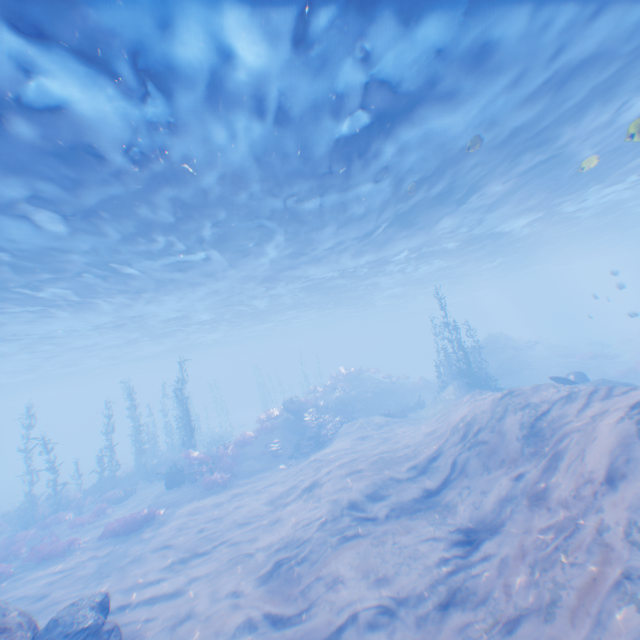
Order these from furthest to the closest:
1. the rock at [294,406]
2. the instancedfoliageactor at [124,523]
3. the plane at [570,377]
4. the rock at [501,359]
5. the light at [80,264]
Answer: the rock at [501,359] < the rock at [294,406] < the plane at [570,377] < the instancedfoliageactor at [124,523] < the light at [80,264]

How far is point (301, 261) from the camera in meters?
22.4 m

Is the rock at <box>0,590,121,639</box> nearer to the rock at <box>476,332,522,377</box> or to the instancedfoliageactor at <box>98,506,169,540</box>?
the instancedfoliageactor at <box>98,506,169,540</box>

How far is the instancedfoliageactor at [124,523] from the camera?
14.5 meters

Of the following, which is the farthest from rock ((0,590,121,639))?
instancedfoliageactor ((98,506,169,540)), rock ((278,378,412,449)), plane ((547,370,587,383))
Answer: rock ((278,378,412,449))

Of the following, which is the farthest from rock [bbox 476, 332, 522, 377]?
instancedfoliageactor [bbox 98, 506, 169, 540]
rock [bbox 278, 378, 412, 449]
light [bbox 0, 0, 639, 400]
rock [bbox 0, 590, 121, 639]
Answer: instancedfoliageactor [bbox 98, 506, 169, 540]

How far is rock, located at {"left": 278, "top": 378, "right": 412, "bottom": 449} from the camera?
21.95m

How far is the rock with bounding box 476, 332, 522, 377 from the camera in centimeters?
2861cm
